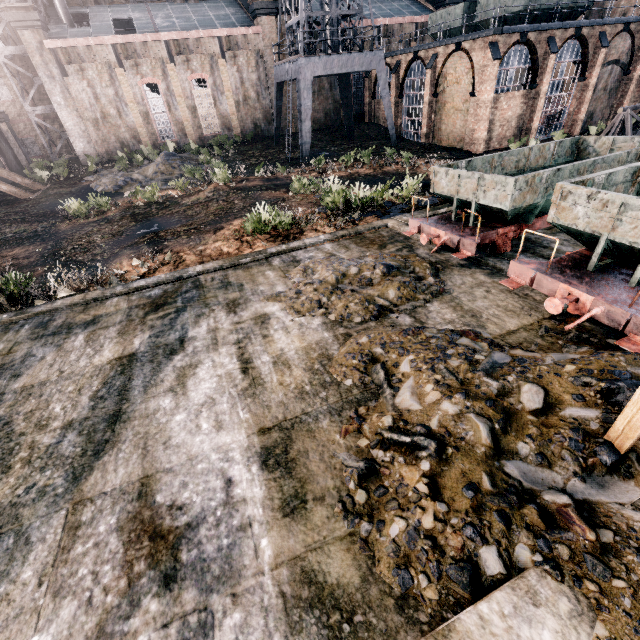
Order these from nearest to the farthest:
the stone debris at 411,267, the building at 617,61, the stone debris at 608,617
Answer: the stone debris at 608,617 < the stone debris at 411,267 < the building at 617,61

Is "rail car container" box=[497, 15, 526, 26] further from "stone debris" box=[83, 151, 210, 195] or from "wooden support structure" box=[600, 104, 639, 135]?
"stone debris" box=[83, 151, 210, 195]

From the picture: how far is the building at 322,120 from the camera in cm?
3922

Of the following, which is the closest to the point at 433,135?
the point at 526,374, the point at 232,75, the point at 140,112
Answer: the point at 232,75

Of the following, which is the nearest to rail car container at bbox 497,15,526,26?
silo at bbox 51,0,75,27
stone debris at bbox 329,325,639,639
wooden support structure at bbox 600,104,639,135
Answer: wooden support structure at bbox 600,104,639,135

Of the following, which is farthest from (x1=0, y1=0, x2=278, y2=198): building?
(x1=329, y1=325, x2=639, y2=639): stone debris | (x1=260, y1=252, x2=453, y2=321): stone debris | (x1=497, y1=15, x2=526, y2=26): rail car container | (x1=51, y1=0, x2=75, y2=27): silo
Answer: (x1=329, y1=325, x2=639, y2=639): stone debris

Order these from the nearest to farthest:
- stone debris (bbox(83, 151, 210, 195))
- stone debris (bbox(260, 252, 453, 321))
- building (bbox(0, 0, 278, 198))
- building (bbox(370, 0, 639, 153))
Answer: stone debris (bbox(260, 252, 453, 321)) → building (bbox(370, 0, 639, 153)) → stone debris (bbox(83, 151, 210, 195)) → building (bbox(0, 0, 278, 198))

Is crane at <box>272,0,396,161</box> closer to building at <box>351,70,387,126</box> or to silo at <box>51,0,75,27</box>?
building at <box>351,70,387,126</box>
